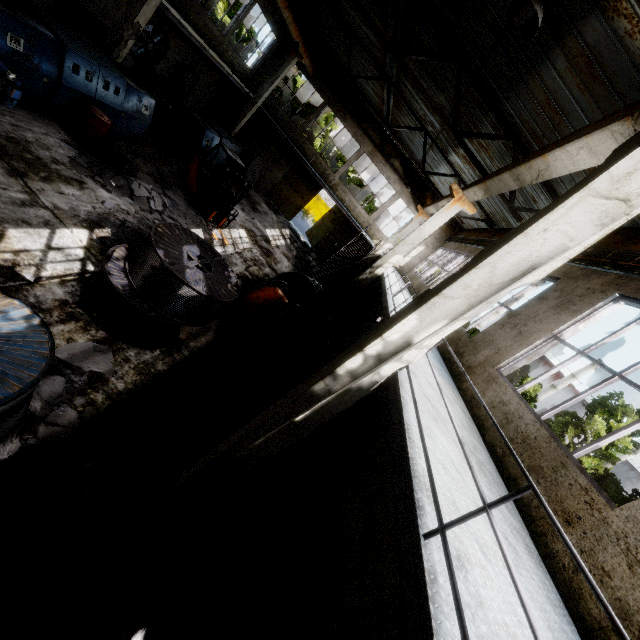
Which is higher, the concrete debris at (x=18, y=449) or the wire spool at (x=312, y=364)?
the wire spool at (x=312, y=364)

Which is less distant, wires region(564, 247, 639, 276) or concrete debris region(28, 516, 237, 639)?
concrete debris region(28, 516, 237, 639)

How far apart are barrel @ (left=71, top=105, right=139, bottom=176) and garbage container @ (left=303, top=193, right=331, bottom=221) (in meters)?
30.00

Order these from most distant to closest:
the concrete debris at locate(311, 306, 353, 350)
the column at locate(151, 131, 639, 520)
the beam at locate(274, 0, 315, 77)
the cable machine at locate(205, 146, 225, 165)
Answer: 1. the cable machine at locate(205, 146, 225, 165)
2. the beam at locate(274, 0, 315, 77)
3. the concrete debris at locate(311, 306, 353, 350)
4. the column at locate(151, 131, 639, 520)

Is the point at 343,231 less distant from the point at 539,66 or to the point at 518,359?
the point at 539,66

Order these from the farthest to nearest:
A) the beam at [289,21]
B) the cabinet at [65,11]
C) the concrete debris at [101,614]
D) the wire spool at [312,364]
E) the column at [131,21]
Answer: the beam at [289,21], the cabinet at [65,11], the column at [131,21], the wire spool at [312,364], the concrete debris at [101,614]

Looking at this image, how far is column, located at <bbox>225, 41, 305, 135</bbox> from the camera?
19.34m

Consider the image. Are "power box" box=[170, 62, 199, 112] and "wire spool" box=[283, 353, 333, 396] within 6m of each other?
no
